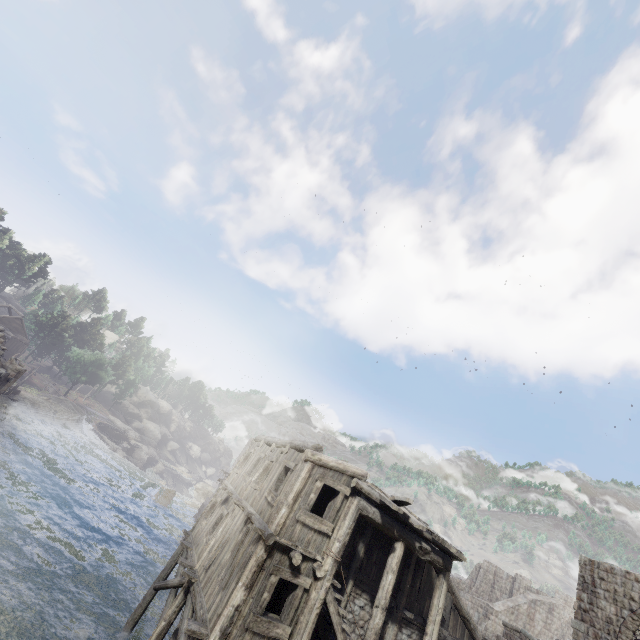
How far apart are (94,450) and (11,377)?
21.94m

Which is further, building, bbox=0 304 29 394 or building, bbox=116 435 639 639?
A: building, bbox=0 304 29 394

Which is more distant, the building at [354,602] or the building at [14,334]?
the building at [14,334]
